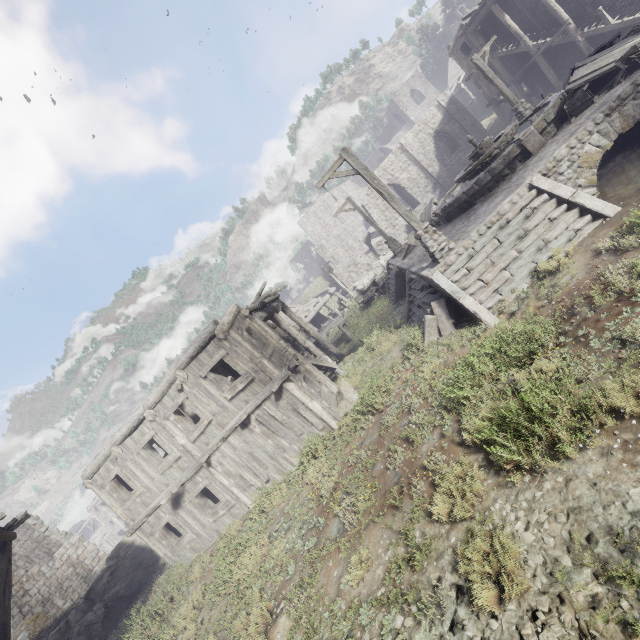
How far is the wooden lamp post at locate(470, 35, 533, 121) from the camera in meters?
17.6 m

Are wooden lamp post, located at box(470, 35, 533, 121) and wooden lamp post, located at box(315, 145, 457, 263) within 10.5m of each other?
no

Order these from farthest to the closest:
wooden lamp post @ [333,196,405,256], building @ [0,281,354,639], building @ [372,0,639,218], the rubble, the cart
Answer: the rubble
the cart
building @ [372,0,639,218]
wooden lamp post @ [333,196,405,256]
building @ [0,281,354,639]

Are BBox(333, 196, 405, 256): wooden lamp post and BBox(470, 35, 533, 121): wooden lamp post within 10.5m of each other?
yes

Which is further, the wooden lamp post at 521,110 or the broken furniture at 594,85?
the wooden lamp post at 521,110

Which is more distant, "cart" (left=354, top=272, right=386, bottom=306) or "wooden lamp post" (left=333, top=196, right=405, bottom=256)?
"cart" (left=354, top=272, right=386, bottom=306)

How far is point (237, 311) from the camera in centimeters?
1251cm

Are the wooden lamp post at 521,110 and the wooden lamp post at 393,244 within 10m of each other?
yes
